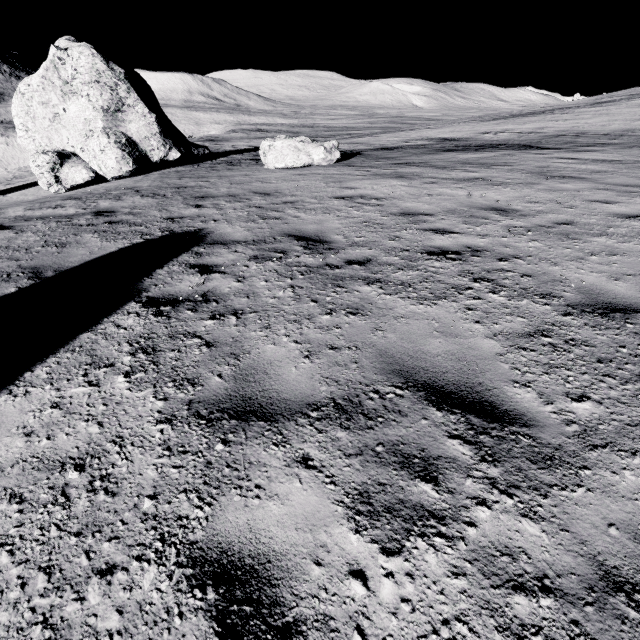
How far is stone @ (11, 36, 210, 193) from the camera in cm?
1378

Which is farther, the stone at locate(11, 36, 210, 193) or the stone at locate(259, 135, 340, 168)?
the stone at locate(11, 36, 210, 193)

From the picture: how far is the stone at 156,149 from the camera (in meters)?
13.78

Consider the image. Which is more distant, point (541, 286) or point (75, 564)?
point (541, 286)

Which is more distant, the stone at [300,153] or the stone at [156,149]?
the stone at [156,149]

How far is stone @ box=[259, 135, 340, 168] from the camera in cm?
1283
